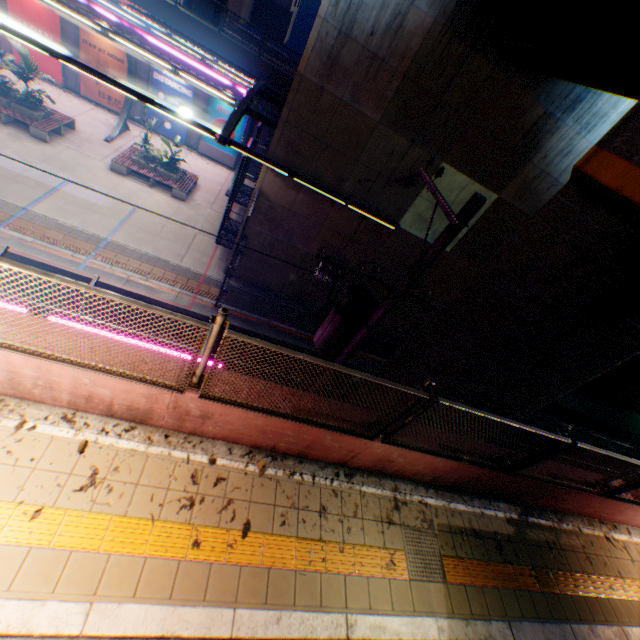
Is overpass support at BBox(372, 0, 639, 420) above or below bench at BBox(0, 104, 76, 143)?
above

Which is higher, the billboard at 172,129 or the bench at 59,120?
the billboard at 172,129

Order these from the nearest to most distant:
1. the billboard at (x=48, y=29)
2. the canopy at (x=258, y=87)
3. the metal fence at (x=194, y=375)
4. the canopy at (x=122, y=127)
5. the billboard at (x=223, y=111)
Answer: the metal fence at (x=194, y=375), the canopy at (x=258, y=87), the billboard at (x=48, y=29), the canopy at (x=122, y=127), the billboard at (x=223, y=111)

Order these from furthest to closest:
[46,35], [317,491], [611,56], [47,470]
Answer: [46,35] < [611,56] < [317,491] < [47,470]

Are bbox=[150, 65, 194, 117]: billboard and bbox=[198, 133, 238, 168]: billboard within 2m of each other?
yes

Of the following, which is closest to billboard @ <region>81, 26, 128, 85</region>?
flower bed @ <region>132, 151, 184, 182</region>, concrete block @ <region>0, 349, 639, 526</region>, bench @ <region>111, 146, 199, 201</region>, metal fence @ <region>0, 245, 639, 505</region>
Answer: metal fence @ <region>0, 245, 639, 505</region>

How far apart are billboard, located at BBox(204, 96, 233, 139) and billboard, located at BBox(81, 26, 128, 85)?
4.71m

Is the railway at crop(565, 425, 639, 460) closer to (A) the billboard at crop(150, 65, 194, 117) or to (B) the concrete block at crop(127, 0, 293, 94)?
(A) the billboard at crop(150, 65, 194, 117)
